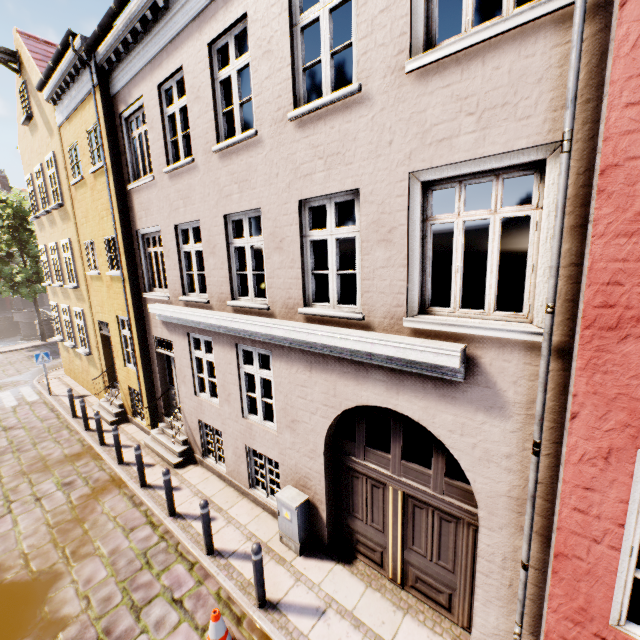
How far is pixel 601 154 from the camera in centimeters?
237cm

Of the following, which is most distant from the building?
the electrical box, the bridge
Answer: the bridge

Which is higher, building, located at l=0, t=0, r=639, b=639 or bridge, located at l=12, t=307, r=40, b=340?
building, located at l=0, t=0, r=639, b=639

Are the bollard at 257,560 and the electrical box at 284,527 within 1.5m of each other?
yes

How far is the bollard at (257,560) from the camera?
4.88m

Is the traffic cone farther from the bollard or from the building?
the building

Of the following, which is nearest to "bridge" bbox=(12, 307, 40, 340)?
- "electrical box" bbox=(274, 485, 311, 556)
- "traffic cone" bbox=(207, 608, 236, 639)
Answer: "electrical box" bbox=(274, 485, 311, 556)

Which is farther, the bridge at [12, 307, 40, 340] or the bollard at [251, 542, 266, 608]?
the bridge at [12, 307, 40, 340]
